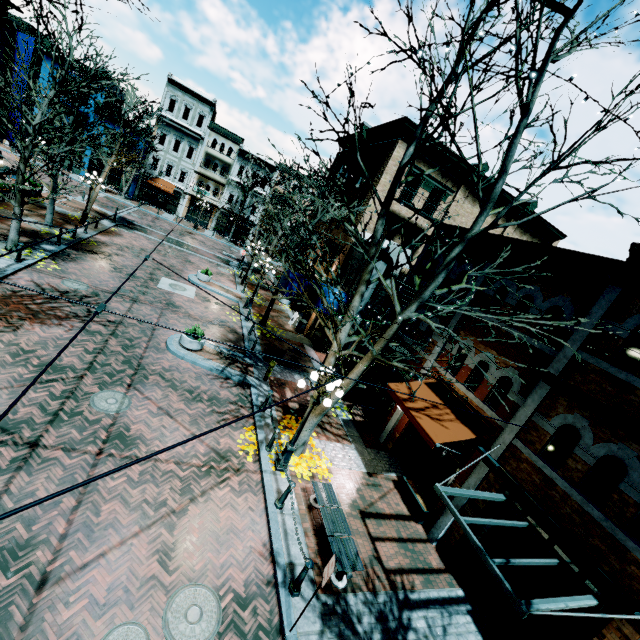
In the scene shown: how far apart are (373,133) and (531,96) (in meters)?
16.01

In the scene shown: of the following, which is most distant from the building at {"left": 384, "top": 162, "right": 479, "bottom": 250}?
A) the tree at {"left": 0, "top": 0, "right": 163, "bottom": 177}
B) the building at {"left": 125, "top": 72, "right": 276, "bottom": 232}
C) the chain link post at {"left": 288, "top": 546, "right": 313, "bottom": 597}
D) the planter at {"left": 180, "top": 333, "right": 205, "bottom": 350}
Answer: the building at {"left": 125, "top": 72, "right": 276, "bottom": 232}

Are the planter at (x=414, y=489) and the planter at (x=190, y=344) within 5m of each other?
no

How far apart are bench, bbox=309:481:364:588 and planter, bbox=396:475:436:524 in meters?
3.2 m

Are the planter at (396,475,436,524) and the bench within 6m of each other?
yes

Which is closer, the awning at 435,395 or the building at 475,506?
the building at 475,506

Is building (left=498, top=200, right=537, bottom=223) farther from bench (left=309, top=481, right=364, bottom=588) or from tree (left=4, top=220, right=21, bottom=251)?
bench (left=309, top=481, right=364, bottom=588)

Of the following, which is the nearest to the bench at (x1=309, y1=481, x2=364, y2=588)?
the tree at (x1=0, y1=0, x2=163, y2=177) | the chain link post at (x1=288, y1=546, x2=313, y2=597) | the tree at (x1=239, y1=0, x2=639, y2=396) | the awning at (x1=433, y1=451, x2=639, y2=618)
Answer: the chain link post at (x1=288, y1=546, x2=313, y2=597)
